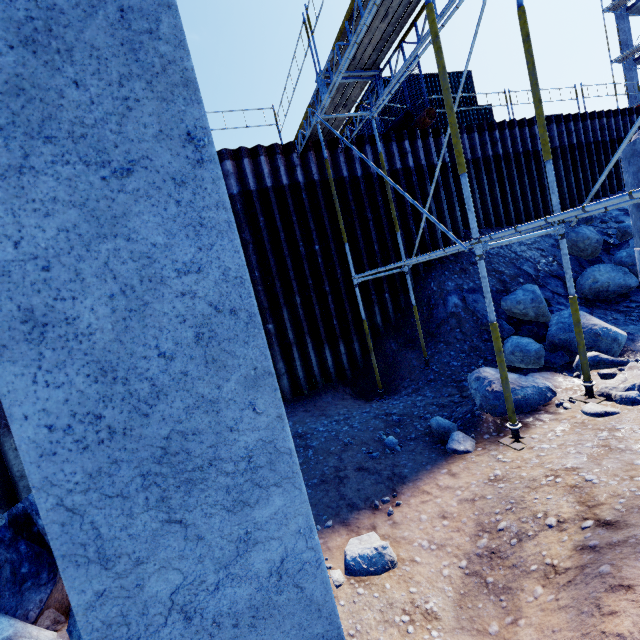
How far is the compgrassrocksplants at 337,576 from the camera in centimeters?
330cm

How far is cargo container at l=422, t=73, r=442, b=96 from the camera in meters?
17.0

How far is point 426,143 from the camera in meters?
11.2

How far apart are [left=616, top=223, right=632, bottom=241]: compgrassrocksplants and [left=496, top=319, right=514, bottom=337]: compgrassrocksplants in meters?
5.9 m

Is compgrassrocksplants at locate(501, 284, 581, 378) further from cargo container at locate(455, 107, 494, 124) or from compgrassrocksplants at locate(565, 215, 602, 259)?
cargo container at locate(455, 107, 494, 124)

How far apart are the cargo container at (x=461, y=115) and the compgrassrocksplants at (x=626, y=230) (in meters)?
7.67

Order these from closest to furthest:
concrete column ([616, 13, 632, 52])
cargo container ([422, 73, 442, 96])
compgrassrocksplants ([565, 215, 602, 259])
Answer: compgrassrocksplants ([565, 215, 602, 259]), cargo container ([422, 73, 442, 96]), concrete column ([616, 13, 632, 52])

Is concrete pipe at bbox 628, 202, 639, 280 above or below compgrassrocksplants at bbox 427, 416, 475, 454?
above
